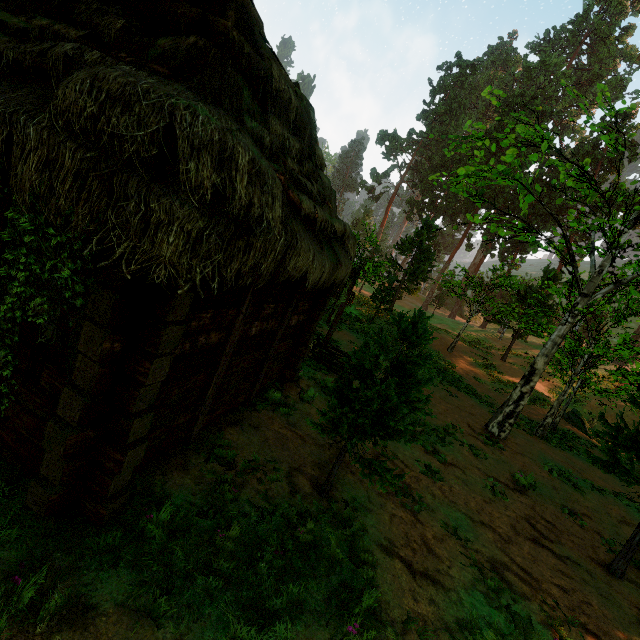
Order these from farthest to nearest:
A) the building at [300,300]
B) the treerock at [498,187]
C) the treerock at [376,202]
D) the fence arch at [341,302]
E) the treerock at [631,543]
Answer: the treerock at [376,202] → the fence arch at [341,302] → the treerock at [631,543] → the treerock at [498,187] → the building at [300,300]

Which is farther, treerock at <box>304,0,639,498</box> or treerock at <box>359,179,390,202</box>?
treerock at <box>359,179,390,202</box>

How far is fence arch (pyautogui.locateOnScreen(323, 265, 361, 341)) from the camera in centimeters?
1351cm

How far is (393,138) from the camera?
50.50m

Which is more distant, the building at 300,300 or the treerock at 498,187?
the treerock at 498,187

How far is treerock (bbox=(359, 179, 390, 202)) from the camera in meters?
53.8

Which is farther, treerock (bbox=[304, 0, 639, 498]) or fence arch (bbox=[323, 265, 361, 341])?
fence arch (bbox=[323, 265, 361, 341])
